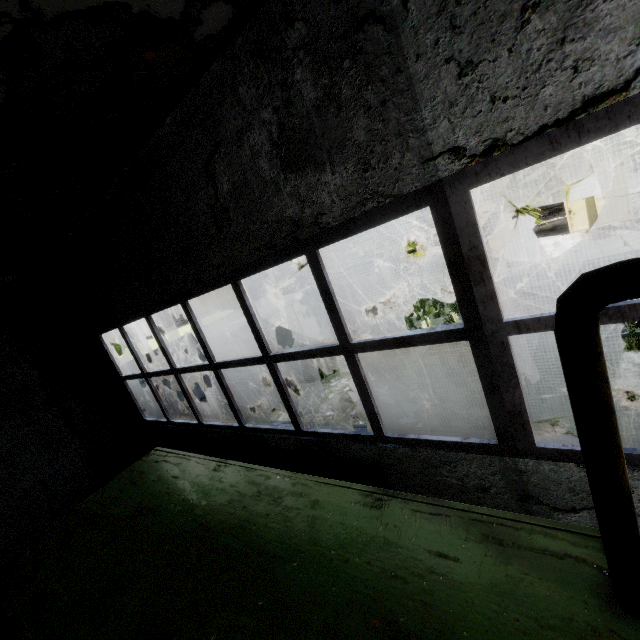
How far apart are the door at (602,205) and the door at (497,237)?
2.7 meters

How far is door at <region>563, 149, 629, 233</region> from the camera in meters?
17.9 m

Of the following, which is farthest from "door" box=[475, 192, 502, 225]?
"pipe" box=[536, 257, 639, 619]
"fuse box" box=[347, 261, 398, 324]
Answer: "pipe" box=[536, 257, 639, 619]

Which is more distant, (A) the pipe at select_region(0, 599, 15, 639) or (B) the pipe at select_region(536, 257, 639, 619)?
(A) the pipe at select_region(0, 599, 15, 639)

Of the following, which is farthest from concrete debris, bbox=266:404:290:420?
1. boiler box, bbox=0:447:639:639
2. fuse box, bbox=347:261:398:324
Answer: fuse box, bbox=347:261:398:324

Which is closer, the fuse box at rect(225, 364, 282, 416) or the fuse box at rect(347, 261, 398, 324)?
the fuse box at rect(225, 364, 282, 416)

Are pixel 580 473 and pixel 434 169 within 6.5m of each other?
yes

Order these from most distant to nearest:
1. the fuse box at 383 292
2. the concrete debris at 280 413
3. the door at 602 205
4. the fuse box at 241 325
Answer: the fuse box at 383 292 < the door at 602 205 < the fuse box at 241 325 < the concrete debris at 280 413
